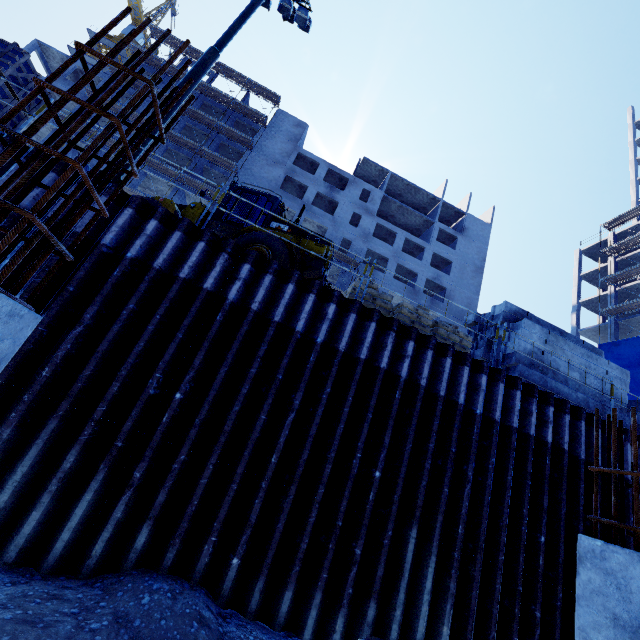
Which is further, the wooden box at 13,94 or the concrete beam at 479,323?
the concrete beam at 479,323

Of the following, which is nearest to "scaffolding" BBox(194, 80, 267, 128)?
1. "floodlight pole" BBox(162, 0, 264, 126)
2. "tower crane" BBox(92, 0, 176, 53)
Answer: "tower crane" BBox(92, 0, 176, 53)

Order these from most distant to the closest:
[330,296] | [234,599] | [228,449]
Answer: [330,296] → [228,449] → [234,599]

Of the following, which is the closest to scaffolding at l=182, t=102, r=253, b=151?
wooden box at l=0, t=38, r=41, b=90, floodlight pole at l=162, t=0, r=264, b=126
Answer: wooden box at l=0, t=38, r=41, b=90

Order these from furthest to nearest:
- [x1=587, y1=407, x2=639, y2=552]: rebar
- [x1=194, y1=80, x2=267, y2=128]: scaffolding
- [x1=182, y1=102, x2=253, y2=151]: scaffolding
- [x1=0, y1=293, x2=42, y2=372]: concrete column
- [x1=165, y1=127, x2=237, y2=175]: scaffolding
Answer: [x1=194, y1=80, x2=267, y2=128]: scaffolding → [x1=182, y1=102, x2=253, y2=151]: scaffolding → [x1=165, y1=127, x2=237, y2=175]: scaffolding → [x1=587, y1=407, x2=639, y2=552]: rebar → [x1=0, y1=293, x2=42, y2=372]: concrete column

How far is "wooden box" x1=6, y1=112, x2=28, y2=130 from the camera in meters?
8.1

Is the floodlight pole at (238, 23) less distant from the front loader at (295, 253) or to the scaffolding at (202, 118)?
the front loader at (295, 253)

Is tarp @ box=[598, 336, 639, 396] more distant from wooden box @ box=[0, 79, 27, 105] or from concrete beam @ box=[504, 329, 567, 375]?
wooden box @ box=[0, 79, 27, 105]
